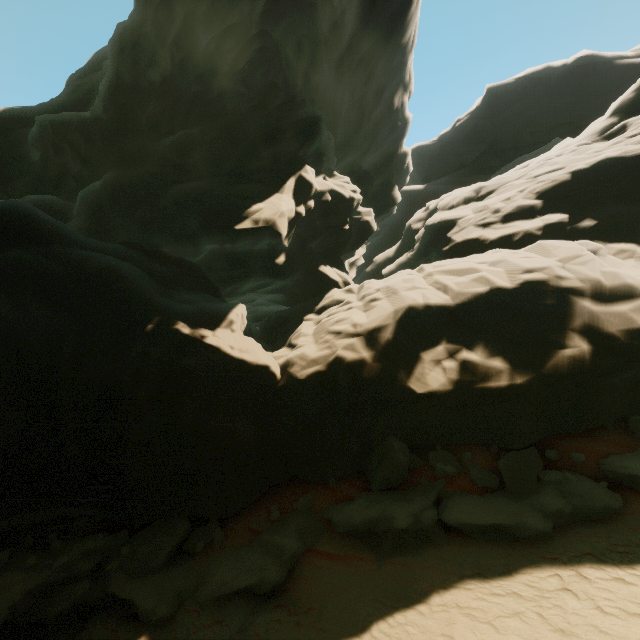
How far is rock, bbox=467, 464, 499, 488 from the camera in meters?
8.4 m

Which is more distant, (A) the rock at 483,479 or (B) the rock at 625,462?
(A) the rock at 483,479

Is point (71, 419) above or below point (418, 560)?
above

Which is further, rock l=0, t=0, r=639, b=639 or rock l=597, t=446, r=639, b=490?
rock l=0, t=0, r=639, b=639
